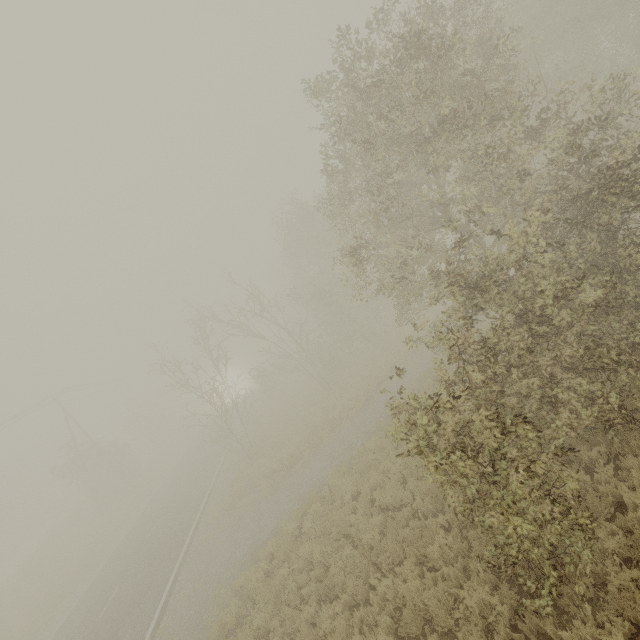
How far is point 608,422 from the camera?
6.46m
